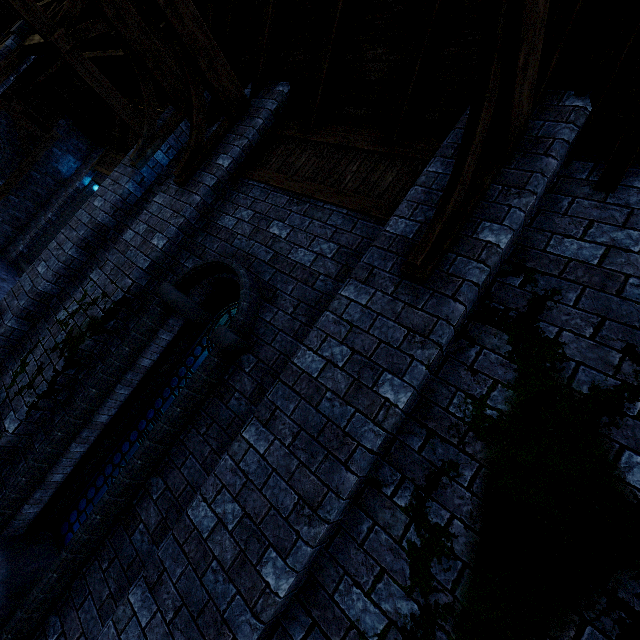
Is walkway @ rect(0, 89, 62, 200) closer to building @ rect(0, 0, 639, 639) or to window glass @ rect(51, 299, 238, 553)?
building @ rect(0, 0, 639, 639)

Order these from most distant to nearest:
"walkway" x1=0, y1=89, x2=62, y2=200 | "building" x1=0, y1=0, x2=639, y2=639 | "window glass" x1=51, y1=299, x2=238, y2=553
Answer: "walkway" x1=0, y1=89, x2=62, y2=200
"window glass" x1=51, y1=299, x2=238, y2=553
"building" x1=0, y1=0, x2=639, y2=639

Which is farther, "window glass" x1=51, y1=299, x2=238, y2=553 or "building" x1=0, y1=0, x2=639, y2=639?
"window glass" x1=51, y1=299, x2=238, y2=553

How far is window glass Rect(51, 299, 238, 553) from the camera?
3.97m

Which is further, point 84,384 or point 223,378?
point 84,384

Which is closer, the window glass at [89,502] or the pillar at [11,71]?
the window glass at [89,502]

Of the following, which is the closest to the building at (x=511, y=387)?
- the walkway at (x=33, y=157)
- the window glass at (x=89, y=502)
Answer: the walkway at (x=33, y=157)
